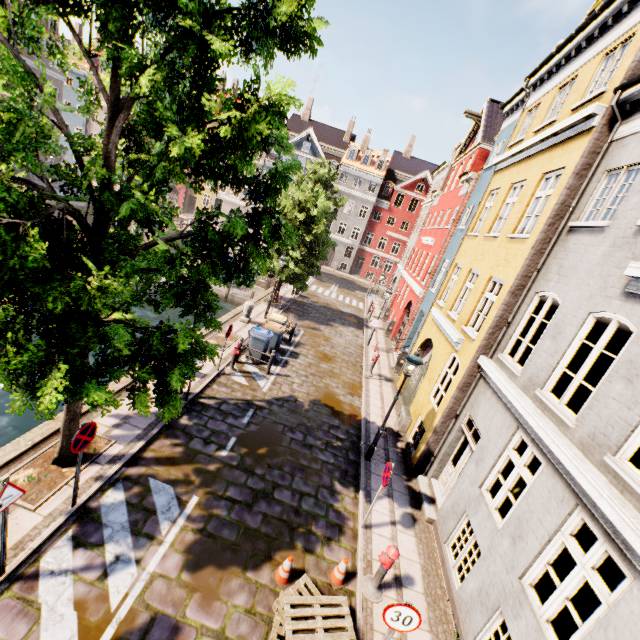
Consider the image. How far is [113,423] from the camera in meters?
8.2

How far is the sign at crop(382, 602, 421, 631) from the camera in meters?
4.5

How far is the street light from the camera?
8.9 meters

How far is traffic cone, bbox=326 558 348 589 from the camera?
6.41m

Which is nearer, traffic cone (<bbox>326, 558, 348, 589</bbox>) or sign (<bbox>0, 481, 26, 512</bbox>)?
sign (<bbox>0, 481, 26, 512</bbox>)

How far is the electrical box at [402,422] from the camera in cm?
1179

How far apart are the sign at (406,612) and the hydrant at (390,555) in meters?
1.4

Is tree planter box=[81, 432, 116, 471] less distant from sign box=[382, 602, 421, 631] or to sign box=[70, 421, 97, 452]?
sign box=[70, 421, 97, 452]
